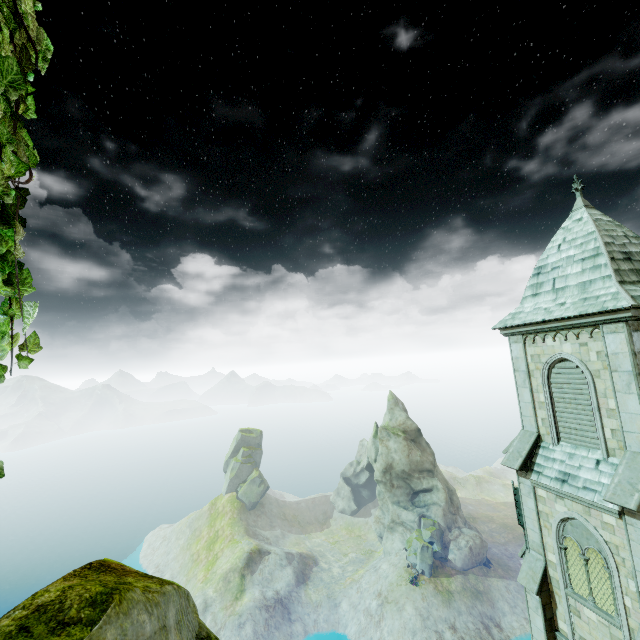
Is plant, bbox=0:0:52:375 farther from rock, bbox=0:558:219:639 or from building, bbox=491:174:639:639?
building, bbox=491:174:639:639

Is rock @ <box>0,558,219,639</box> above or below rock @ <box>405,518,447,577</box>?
above

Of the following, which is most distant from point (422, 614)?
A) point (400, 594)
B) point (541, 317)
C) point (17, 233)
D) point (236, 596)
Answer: point (17, 233)

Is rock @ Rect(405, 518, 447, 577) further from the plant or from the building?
the plant

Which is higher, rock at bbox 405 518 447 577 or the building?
the building

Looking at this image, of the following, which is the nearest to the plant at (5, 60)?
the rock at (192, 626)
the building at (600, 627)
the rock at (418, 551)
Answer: the rock at (192, 626)

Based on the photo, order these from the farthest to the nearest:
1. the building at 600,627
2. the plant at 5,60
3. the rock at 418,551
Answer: the rock at 418,551 < the building at 600,627 < the plant at 5,60

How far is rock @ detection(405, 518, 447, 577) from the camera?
51.94m
